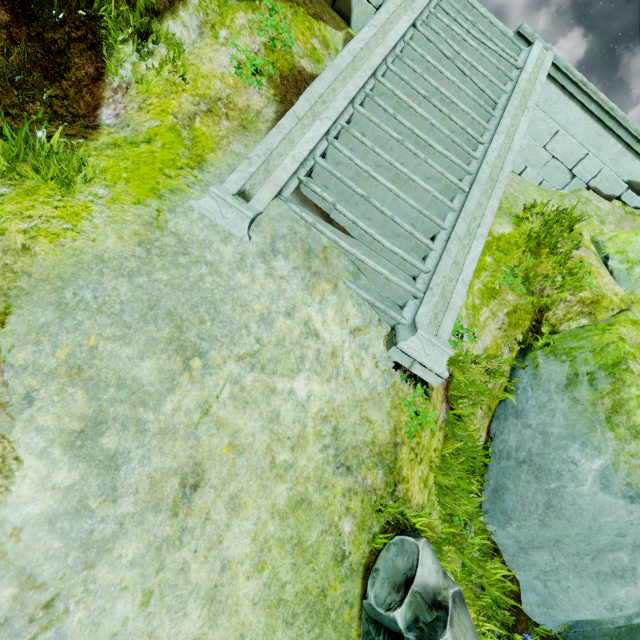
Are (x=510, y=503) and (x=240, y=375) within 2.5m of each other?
no

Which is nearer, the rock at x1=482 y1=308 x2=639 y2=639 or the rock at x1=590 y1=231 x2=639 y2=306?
the rock at x1=482 y1=308 x2=639 y2=639

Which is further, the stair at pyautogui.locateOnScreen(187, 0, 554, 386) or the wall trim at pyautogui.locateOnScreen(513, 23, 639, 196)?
the wall trim at pyautogui.locateOnScreen(513, 23, 639, 196)

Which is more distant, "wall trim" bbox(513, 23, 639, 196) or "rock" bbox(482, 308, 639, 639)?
"wall trim" bbox(513, 23, 639, 196)

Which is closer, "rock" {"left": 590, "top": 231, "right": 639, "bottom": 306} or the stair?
the stair

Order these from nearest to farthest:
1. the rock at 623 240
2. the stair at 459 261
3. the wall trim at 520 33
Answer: the stair at 459 261 < the rock at 623 240 < the wall trim at 520 33

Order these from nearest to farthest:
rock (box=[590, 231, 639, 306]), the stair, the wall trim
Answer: the stair, rock (box=[590, 231, 639, 306]), the wall trim

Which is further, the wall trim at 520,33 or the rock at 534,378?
the wall trim at 520,33
